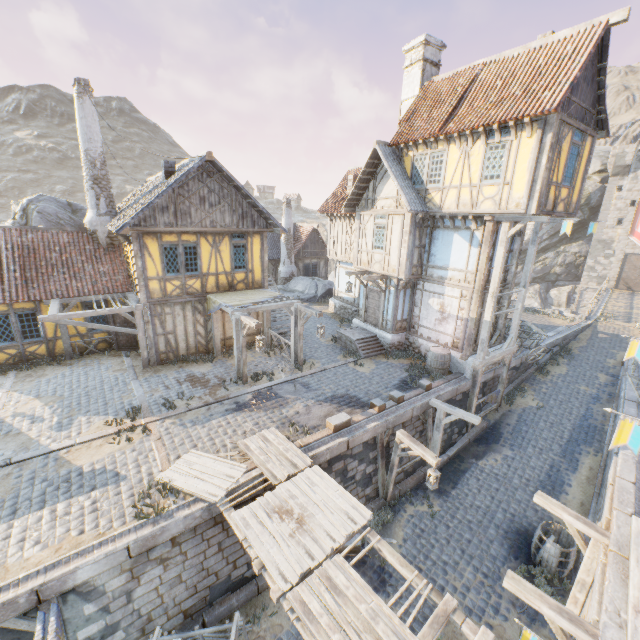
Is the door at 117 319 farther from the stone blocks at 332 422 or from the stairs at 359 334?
the stairs at 359 334

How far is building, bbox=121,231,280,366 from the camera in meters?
13.3 m

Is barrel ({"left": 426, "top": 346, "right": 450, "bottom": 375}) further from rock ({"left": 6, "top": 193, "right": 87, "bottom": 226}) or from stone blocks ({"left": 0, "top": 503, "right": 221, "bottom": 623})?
rock ({"left": 6, "top": 193, "right": 87, "bottom": 226})

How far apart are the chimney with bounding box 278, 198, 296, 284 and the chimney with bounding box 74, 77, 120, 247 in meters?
13.8

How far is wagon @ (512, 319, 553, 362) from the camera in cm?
1634

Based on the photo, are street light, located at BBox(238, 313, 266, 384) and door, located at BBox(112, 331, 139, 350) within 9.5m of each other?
yes

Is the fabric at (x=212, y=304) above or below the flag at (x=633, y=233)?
below

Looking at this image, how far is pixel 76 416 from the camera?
10.73m
